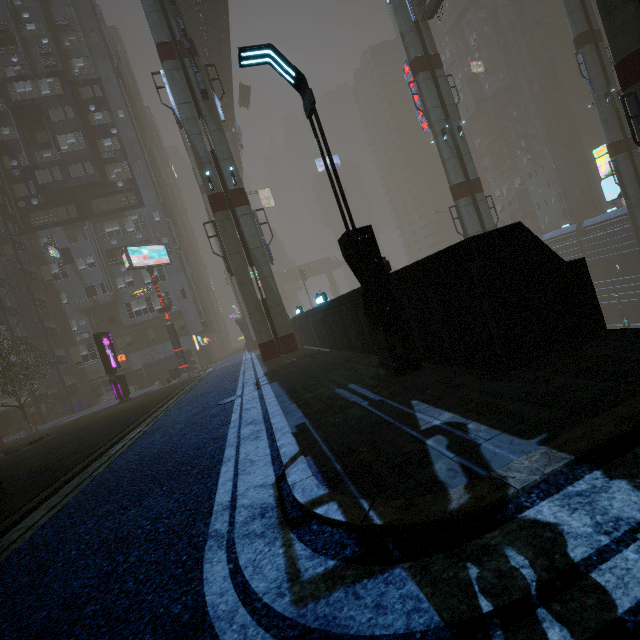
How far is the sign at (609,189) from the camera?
27.02m

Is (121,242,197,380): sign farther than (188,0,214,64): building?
Yes

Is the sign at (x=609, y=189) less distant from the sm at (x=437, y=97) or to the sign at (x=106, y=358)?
the sm at (x=437, y=97)

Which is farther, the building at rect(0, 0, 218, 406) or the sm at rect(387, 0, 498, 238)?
the building at rect(0, 0, 218, 406)

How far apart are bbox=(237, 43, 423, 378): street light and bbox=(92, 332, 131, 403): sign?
22.93m

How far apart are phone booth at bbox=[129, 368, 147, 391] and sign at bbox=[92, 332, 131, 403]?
8.8 meters

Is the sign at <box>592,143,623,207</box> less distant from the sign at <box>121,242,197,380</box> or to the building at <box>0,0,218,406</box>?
the building at <box>0,0,218,406</box>

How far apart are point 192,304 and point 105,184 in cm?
1554
